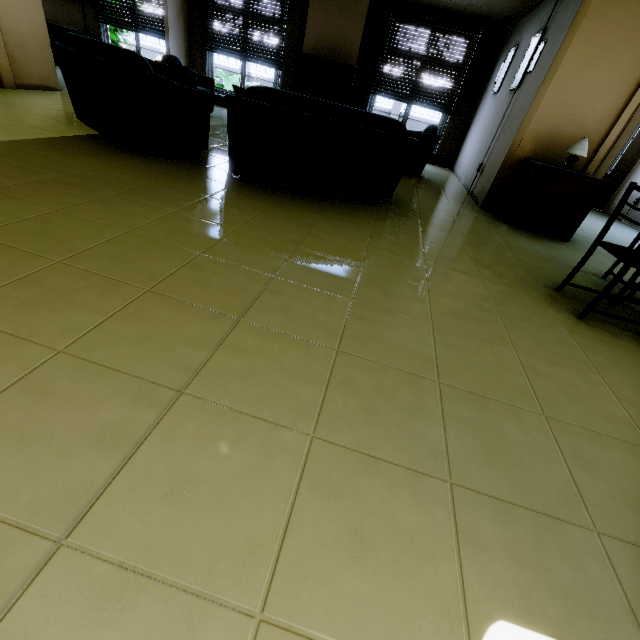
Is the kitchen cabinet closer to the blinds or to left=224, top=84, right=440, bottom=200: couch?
the blinds

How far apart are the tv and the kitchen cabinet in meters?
5.7 m

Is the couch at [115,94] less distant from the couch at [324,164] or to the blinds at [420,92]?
the couch at [324,164]

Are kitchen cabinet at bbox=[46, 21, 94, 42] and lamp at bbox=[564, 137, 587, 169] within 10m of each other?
no

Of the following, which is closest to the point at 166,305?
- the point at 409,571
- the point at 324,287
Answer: the point at 324,287

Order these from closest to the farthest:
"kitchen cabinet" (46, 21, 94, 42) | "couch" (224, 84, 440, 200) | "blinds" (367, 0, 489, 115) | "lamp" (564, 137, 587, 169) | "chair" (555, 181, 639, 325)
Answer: "chair" (555, 181, 639, 325) < "couch" (224, 84, 440, 200) < "lamp" (564, 137, 587, 169) < "blinds" (367, 0, 489, 115) < "kitchen cabinet" (46, 21, 94, 42)

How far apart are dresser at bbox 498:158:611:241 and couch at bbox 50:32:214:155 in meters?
4.1

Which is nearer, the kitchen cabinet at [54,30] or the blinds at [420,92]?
the blinds at [420,92]
